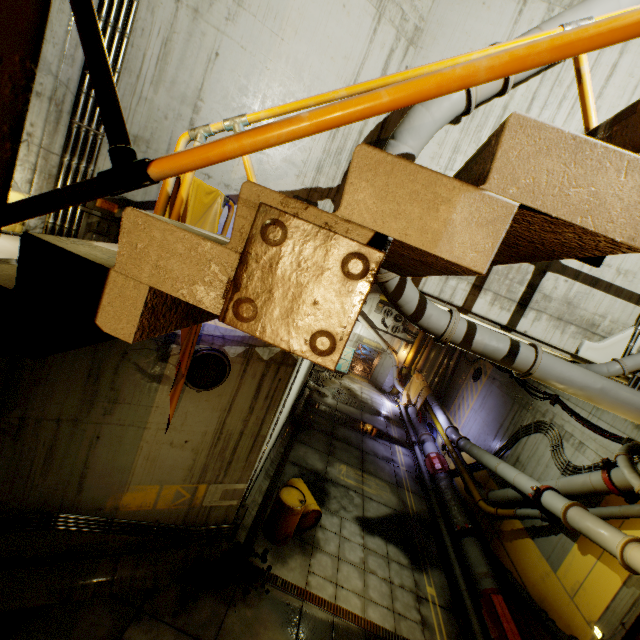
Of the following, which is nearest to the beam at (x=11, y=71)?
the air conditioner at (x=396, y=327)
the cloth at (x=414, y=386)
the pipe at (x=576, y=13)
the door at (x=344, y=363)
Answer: the pipe at (x=576, y=13)

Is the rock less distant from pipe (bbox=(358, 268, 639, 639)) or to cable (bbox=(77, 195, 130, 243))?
cable (bbox=(77, 195, 130, 243))

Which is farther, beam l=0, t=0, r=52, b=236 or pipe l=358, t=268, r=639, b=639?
pipe l=358, t=268, r=639, b=639

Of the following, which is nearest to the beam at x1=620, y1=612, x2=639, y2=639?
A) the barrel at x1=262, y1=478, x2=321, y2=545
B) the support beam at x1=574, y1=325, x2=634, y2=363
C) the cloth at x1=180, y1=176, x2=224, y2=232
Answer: the cloth at x1=180, y1=176, x2=224, y2=232

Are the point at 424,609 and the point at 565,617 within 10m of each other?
yes

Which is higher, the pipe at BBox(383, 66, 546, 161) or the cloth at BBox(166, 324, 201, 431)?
the pipe at BBox(383, 66, 546, 161)

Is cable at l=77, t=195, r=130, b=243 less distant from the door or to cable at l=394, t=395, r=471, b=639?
the door

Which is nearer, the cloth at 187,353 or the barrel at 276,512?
the cloth at 187,353
